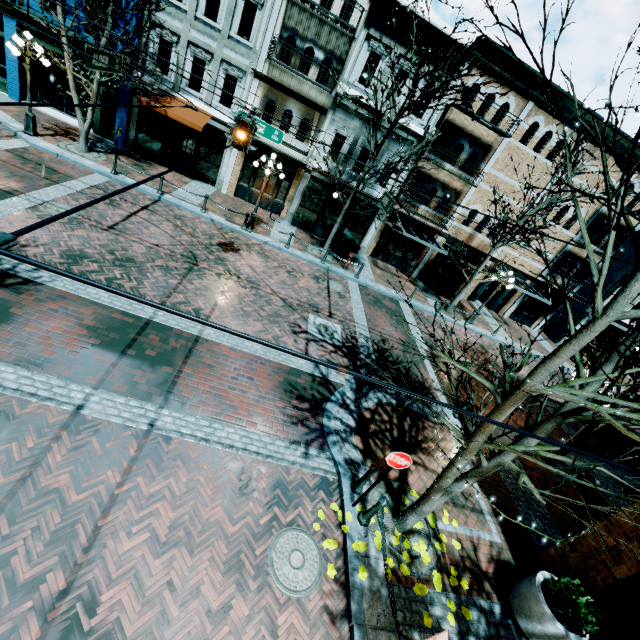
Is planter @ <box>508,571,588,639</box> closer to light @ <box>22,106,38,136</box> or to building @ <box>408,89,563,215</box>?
building @ <box>408,89,563,215</box>

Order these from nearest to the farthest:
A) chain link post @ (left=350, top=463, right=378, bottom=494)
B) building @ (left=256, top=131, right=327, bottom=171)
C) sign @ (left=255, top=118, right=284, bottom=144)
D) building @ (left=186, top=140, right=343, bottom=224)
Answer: chain link post @ (left=350, top=463, right=378, bottom=494) < sign @ (left=255, top=118, right=284, bottom=144) < building @ (left=256, top=131, right=327, bottom=171) < building @ (left=186, top=140, right=343, bottom=224)

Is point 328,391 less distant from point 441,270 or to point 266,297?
point 266,297

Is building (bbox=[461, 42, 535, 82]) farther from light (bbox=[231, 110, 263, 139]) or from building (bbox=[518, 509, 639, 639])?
building (bbox=[518, 509, 639, 639])

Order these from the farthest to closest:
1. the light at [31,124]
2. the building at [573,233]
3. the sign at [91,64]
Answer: the building at [573,233], the light at [31,124], the sign at [91,64]

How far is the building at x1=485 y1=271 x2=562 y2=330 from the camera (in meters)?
22.79

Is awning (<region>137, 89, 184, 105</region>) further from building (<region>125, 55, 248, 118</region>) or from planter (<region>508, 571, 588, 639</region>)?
planter (<region>508, 571, 588, 639</region>)

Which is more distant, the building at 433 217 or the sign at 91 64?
the building at 433 217
